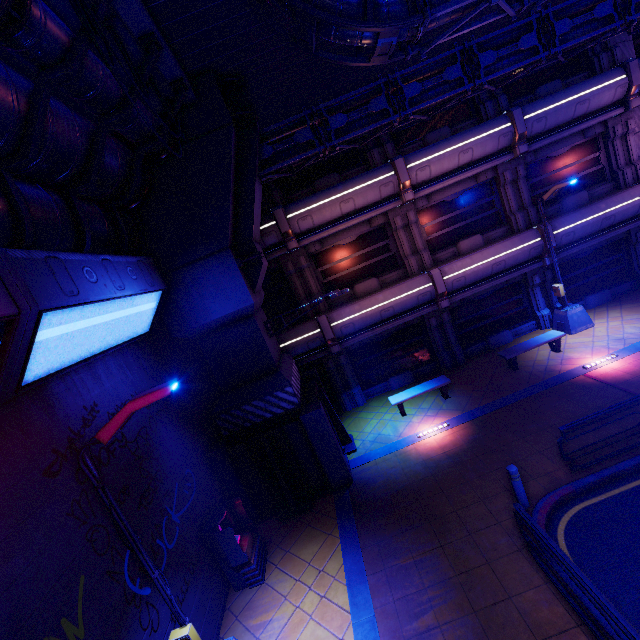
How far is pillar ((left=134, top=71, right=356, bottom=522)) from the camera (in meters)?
8.95

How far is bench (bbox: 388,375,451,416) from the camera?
12.46m

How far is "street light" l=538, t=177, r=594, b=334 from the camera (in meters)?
12.13

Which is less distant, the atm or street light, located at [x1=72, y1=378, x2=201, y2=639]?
street light, located at [x1=72, y1=378, x2=201, y2=639]

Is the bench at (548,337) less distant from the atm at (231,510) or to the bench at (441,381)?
the bench at (441,381)

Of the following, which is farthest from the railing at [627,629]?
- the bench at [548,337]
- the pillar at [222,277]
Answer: the bench at [548,337]

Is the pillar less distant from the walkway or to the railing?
the walkway

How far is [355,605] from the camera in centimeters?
678cm
